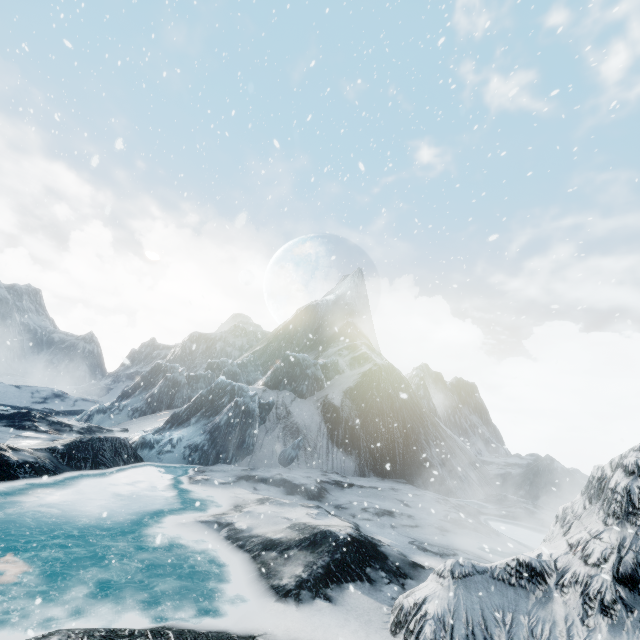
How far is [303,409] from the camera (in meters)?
28.23
